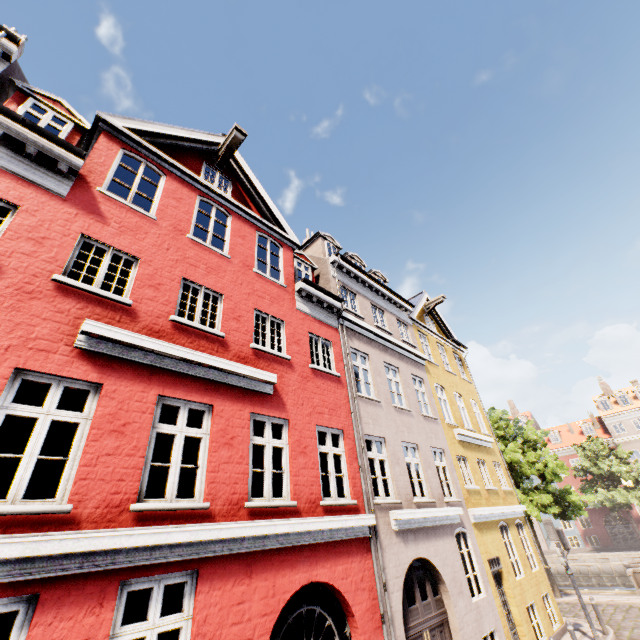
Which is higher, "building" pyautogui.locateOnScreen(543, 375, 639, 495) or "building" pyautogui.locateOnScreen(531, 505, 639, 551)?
"building" pyautogui.locateOnScreen(543, 375, 639, 495)

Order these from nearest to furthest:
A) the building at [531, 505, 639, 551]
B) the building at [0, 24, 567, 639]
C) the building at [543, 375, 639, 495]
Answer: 1. the building at [0, 24, 567, 639]
2. the building at [531, 505, 639, 551]
3. the building at [543, 375, 639, 495]

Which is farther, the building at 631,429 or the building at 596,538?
the building at 631,429

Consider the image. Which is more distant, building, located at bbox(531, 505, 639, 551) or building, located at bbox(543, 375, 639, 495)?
building, located at bbox(543, 375, 639, 495)

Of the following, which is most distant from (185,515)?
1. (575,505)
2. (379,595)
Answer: (575,505)

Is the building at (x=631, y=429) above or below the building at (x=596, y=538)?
above
